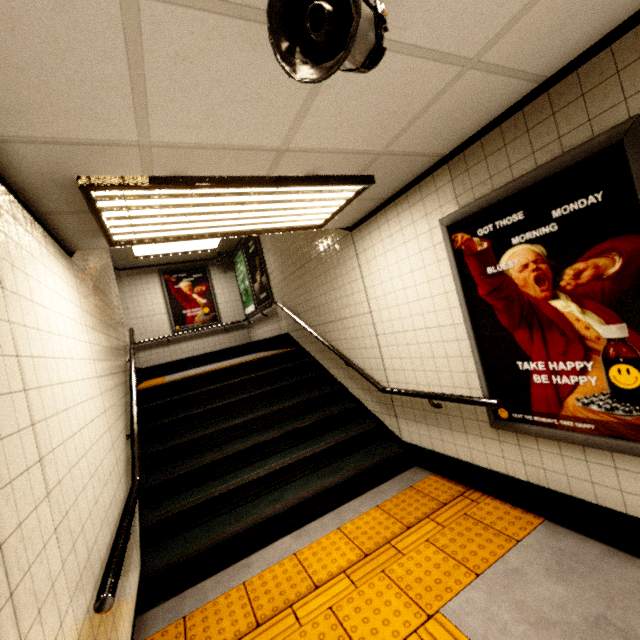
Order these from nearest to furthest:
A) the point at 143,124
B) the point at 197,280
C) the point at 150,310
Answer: the point at 143,124 < the point at 150,310 < the point at 197,280

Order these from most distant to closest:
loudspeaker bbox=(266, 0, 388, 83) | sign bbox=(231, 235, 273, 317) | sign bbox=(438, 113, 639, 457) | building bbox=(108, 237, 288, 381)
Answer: building bbox=(108, 237, 288, 381), sign bbox=(231, 235, 273, 317), sign bbox=(438, 113, 639, 457), loudspeaker bbox=(266, 0, 388, 83)

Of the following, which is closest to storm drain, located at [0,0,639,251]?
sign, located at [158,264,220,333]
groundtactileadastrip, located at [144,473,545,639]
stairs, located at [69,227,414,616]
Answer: stairs, located at [69,227,414,616]

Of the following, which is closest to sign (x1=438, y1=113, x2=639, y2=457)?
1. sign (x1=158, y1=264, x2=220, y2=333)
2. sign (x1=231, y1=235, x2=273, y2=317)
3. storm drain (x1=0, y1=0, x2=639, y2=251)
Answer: storm drain (x1=0, y1=0, x2=639, y2=251)

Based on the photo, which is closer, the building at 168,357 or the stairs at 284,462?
the stairs at 284,462

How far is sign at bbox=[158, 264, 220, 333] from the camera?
8.7 meters

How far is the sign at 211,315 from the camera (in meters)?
8.71

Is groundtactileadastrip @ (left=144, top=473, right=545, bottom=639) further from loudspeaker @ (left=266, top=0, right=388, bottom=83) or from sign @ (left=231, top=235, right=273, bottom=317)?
sign @ (left=231, top=235, right=273, bottom=317)
